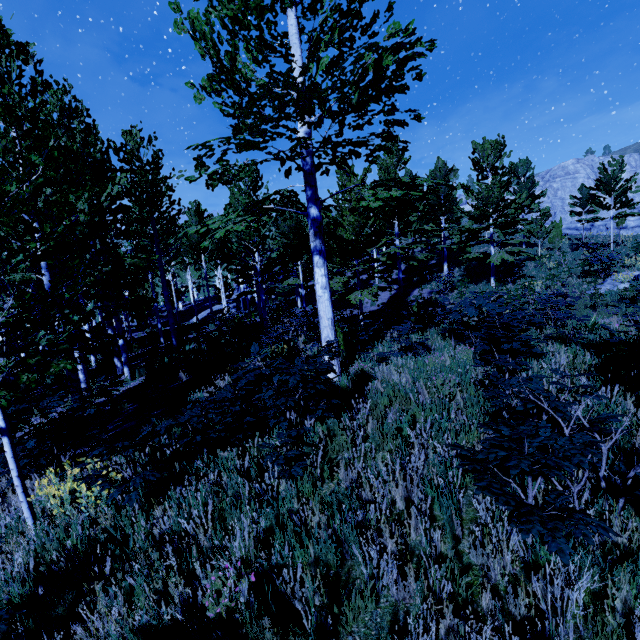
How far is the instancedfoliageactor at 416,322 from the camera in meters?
7.0

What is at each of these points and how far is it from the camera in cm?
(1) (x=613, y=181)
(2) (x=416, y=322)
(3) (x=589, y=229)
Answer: (1) instancedfoliageactor, 2059
(2) instancedfoliageactor, 952
(3) rock, 5662

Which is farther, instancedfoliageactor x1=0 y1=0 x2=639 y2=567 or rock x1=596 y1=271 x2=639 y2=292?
rock x1=596 y1=271 x2=639 y2=292

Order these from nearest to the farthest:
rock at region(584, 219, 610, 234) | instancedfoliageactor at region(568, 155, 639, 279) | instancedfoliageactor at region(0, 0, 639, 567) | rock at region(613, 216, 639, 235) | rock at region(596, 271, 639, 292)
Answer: instancedfoliageactor at region(0, 0, 639, 567), rock at region(596, 271, 639, 292), instancedfoliageactor at region(568, 155, 639, 279), rock at region(613, 216, 639, 235), rock at region(584, 219, 610, 234)

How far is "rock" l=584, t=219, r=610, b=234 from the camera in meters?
53.3

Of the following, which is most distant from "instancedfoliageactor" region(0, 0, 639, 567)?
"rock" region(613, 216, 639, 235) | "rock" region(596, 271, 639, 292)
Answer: "rock" region(613, 216, 639, 235)

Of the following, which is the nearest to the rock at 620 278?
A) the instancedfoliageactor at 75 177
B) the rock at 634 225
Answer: the instancedfoliageactor at 75 177

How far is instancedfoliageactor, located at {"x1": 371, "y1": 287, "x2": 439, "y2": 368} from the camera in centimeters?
698cm
